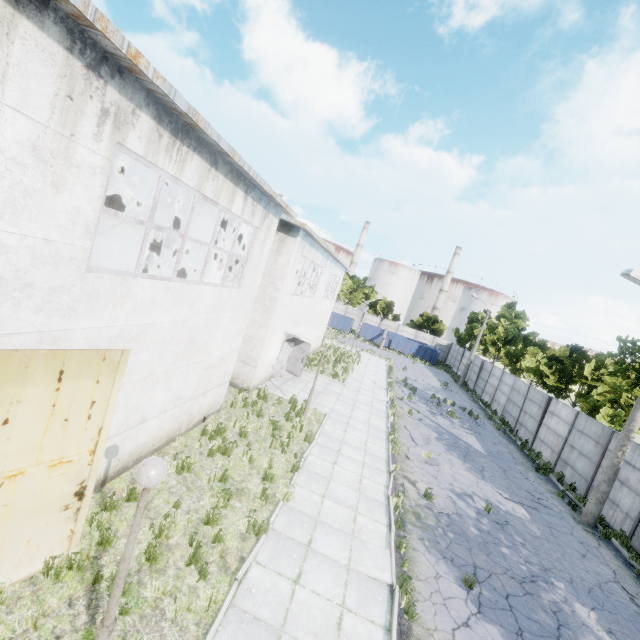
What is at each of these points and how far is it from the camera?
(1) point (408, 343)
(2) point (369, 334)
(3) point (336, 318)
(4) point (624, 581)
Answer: (1) garbage container, 46.4m
(2) garbage container, 47.4m
(3) garbage container, 48.4m
(4) asphalt debris, 10.2m

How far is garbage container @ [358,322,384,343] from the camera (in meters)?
47.16

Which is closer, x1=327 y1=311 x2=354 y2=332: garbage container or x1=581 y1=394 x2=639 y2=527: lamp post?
x1=581 y1=394 x2=639 y2=527: lamp post

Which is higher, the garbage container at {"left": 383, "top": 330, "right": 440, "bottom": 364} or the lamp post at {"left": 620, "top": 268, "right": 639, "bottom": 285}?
the lamp post at {"left": 620, "top": 268, "right": 639, "bottom": 285}

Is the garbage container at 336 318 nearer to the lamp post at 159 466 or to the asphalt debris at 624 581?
the asphalt debris at 624 581

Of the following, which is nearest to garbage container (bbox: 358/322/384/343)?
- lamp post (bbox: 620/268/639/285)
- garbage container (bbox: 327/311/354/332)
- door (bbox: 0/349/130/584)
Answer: garbage container (bbox: 327/311/354/332)

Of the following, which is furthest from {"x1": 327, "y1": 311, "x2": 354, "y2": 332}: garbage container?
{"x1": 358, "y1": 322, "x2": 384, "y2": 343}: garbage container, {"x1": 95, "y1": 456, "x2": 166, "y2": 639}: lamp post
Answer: {"x1": 95, "y1": 456, "x2": 166, "y2": 639}: lamp post

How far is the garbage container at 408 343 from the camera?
45.8 meters
